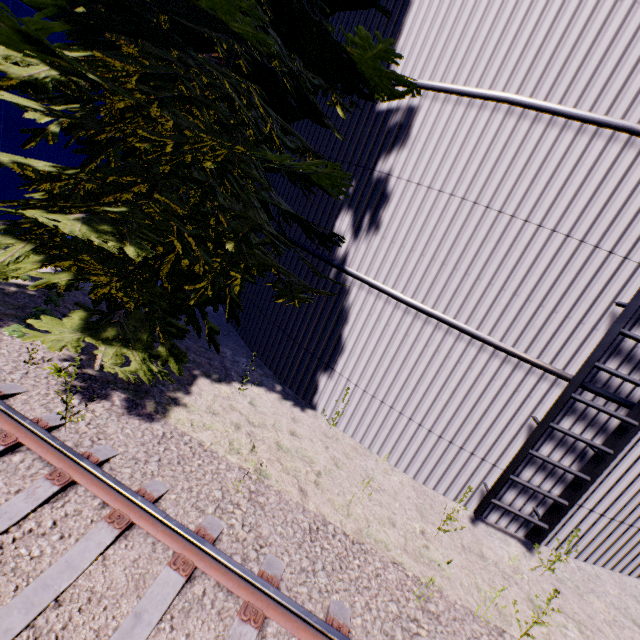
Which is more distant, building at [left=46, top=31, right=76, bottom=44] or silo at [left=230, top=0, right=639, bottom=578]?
building at [left=46, top=31, right=76, bottom=44]

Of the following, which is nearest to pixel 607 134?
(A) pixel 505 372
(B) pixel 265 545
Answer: (A) pixel 505 372

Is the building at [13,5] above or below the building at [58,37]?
above

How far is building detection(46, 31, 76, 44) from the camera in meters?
7.4

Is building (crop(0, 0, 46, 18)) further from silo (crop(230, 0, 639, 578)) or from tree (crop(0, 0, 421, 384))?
silo (crop(230, 0, 639, 578))

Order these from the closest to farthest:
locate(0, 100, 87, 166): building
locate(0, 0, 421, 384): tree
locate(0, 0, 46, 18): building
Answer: locate(0, 0, 421, 384): tree → locate(0, 0, 46, 18): building → locate(0, 100, 87, 166): building

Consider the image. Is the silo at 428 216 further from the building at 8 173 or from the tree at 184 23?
the building at 8 173
